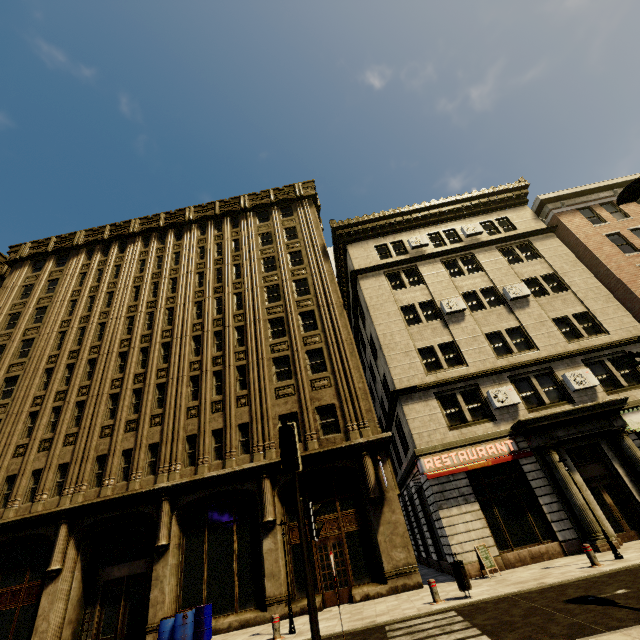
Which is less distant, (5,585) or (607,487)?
(607,487)

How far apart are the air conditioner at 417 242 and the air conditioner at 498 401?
11.0m

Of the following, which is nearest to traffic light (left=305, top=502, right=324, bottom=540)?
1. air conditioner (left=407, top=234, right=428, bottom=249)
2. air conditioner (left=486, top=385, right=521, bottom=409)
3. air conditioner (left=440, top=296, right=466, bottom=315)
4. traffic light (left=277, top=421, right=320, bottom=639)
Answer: traffic light (left=277, top=421, right=320, bottom=639)

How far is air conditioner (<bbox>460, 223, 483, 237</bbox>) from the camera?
22.8m

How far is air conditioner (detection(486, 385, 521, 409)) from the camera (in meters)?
15.81

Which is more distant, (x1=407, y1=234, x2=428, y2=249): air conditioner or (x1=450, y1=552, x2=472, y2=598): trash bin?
(x1=407, y1=234, x2=428, y2=249): air conditioner

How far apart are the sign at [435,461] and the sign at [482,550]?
2.89m

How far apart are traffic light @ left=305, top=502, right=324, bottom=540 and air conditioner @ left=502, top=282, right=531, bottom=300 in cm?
1829
